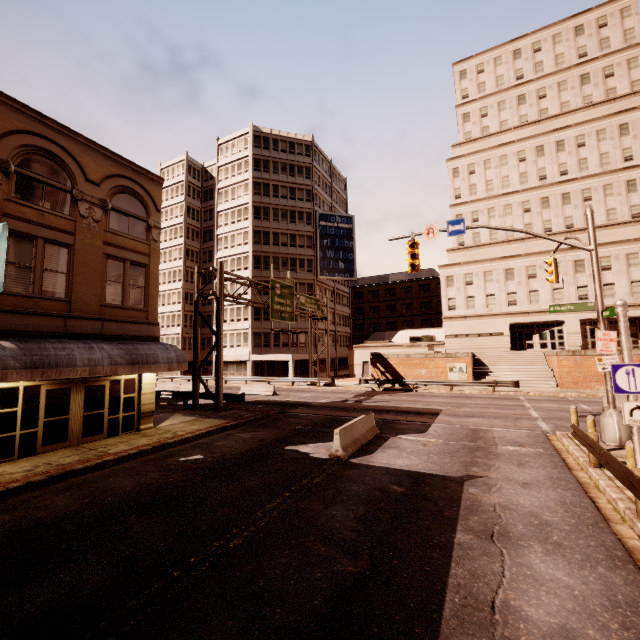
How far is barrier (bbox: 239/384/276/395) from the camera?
30.2m

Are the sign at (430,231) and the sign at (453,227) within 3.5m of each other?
yes

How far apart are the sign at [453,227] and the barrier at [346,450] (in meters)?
9.04

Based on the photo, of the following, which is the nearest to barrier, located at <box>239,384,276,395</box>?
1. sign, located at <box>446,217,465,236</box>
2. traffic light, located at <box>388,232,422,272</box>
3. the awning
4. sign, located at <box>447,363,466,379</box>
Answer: the awning

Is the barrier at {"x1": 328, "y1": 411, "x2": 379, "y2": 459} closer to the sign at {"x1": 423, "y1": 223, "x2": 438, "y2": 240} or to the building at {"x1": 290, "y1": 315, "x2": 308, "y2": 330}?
the sign at {"x1": 423, "y1": 223, "x2": 438, "y2": 240}

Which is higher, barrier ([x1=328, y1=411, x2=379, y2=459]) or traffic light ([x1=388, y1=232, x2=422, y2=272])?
traffic light ([x1=388, y1=232, x2=422, y2=272])

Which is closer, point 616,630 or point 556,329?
point 616,630

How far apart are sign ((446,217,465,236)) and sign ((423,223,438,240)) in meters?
0.3
